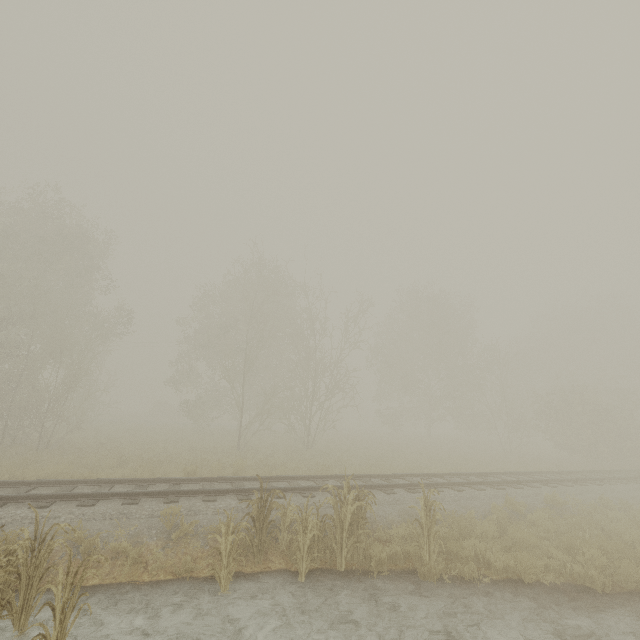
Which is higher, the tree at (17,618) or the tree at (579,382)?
the tree at (579,382)

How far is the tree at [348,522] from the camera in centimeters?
624cm

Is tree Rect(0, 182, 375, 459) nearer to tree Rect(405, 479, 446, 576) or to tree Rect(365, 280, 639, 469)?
tree Rect(365, 280, 639, 469)

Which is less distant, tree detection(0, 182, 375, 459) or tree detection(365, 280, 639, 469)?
tree detection(0, 182, 375, 459)

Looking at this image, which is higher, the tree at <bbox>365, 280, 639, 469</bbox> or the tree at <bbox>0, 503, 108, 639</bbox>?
the tree at <bbox>365, 280, 639, 469</bbox>

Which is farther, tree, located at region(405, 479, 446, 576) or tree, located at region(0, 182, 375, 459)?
tree, located at region(0, 182, 375, 459)

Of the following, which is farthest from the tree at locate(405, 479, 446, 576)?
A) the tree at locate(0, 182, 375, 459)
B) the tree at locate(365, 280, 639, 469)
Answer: the tree at locate(365, 280, 639, 469)

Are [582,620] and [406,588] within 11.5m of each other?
yes
